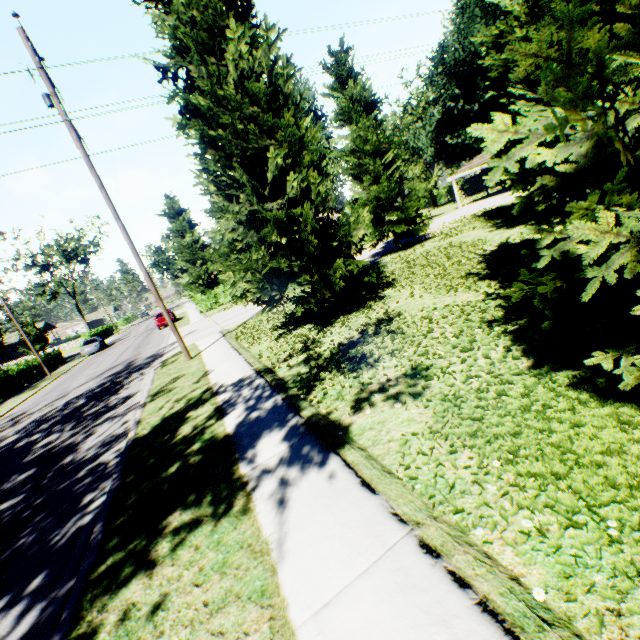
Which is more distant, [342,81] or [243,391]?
[342,81]

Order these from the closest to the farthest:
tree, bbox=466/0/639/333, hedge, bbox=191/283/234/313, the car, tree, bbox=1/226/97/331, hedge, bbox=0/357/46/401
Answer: A: tree, bbox=466/0/639/333 → hedge, bbox=0/357/46/401 → hedge, bbox=191/283/234/313 → the car → tree, bbox=1/226/97/331

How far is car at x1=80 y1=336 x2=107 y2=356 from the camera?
34.0 meters

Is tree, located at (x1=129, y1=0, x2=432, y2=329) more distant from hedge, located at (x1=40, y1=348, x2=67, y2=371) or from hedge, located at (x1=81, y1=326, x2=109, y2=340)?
hedge, located at (x1=81, y1=326, x2=109, y2=340)

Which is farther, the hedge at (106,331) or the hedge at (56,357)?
the hedge at (106,331)

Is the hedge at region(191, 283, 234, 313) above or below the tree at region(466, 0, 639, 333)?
below

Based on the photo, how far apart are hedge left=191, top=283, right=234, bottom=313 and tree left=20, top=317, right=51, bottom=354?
22.03m

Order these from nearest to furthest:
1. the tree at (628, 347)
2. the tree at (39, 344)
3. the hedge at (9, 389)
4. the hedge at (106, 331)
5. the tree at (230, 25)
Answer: the tree at (628, 347) → the tree at (230, 25) → the hedge at (9, 389) → the tree at (39, 344) → the hedge at (106, 331)
